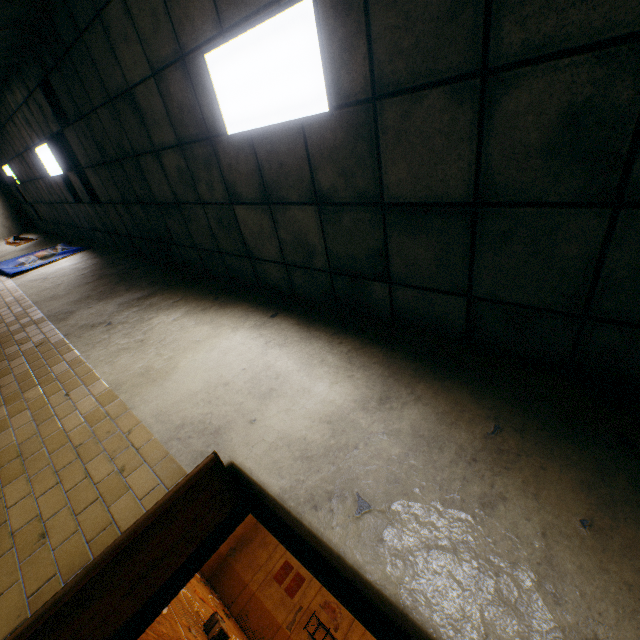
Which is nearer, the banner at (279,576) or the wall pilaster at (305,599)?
the wall pilaster at (305,599)

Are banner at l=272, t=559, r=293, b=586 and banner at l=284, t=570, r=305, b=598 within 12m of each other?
yes

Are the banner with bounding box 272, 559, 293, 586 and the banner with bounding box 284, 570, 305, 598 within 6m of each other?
yes

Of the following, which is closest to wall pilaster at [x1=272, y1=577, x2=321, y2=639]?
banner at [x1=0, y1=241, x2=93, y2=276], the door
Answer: banner at [x1=0, y1=241, x2=93, y2=276]

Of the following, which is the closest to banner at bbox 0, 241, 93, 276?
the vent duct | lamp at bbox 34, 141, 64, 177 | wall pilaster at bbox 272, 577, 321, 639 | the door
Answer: lamp at bbox 34, 141, 64, 177

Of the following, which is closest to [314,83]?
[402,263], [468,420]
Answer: [402,263]

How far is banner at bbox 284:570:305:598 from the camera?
24.61m

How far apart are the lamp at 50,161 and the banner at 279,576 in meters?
30.0
